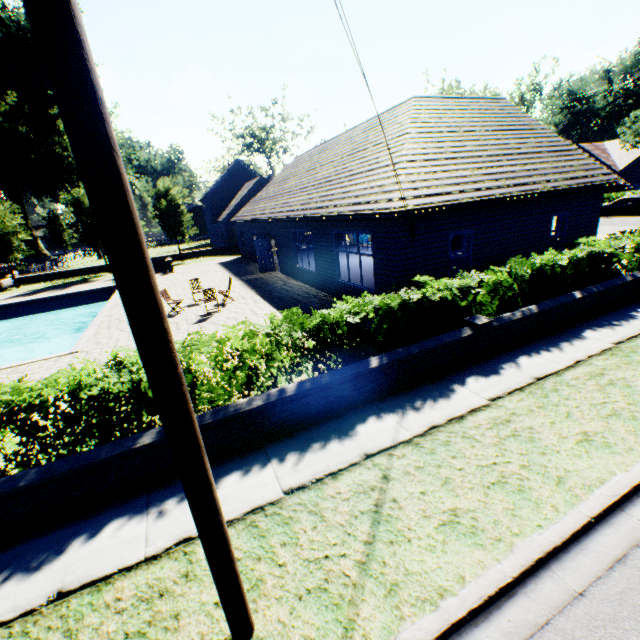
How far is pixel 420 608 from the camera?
3.06m

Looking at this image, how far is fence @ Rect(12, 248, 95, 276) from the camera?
32.9m

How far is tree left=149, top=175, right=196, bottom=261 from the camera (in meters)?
29.77

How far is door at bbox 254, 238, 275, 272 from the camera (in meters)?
21.03

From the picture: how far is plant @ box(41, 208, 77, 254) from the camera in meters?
51.7 m

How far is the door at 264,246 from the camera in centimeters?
2103cm

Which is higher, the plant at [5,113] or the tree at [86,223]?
the plant at [5,113]

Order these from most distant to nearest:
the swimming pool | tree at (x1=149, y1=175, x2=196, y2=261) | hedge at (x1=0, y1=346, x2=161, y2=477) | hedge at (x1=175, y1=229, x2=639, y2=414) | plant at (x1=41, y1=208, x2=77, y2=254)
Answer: plant at (x1=41, y1=208, x2=77, y2=254) < tree at (x1=149, y1=175, x2=196, y2=261) < the swimming pool < hedge at (x1=175, y1=229, x2=639, y2=414) < hedge at (x1=0, y1=346, x2=161, y2=477)
